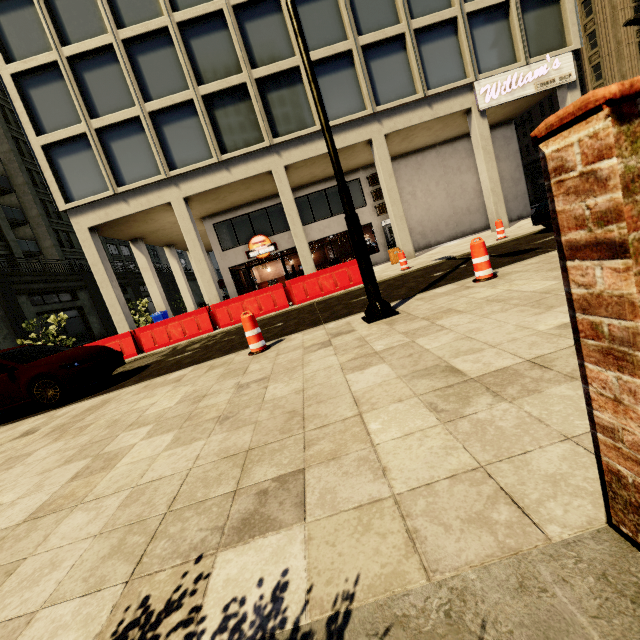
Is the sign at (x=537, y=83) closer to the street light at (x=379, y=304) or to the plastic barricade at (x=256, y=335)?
the street light at (x=379, y=304)

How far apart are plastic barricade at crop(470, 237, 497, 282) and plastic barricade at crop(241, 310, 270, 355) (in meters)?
3.65

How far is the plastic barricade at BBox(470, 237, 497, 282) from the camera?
5.3 meters

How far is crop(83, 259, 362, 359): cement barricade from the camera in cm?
1126

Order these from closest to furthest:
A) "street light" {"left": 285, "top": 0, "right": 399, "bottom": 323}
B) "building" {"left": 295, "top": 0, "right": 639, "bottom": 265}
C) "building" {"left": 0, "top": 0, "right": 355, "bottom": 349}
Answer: "street light" {"left": 285, "top": 0, "right": 399, "bottom": 323}, "building" {"left": 0, "top": 0, "right": 355, "bottom": 349}, "building" {"left": 295, "top": 0, "right": 639, "bottom": 265}

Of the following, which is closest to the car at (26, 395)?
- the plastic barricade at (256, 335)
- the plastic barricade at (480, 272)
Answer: the plastic barricade at (256, 335)

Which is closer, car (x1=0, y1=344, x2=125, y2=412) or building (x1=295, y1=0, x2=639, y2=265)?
car (x1=0, y1=344, x2=125, y2=412)

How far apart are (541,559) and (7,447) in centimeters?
614cm
